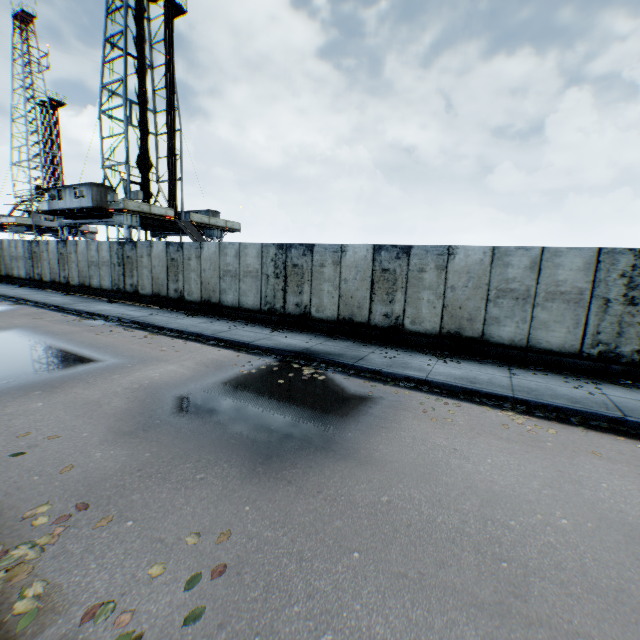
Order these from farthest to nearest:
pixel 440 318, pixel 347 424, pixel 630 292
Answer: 1. pixel 440 318
2. pixel 630 292
3. pixel 347 424

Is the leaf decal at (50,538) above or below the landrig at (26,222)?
below

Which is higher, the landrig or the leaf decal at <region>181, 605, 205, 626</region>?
the landrig

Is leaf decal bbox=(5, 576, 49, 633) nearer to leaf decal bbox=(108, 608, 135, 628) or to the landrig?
leaf decal bbox=(108, 608, 135, 628)

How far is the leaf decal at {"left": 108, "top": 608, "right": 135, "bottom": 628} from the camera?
2.4 meters

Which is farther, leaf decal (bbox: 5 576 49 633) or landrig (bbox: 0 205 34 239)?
landrig (bbox: 0 205 34 239)

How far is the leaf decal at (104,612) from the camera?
2.47m
